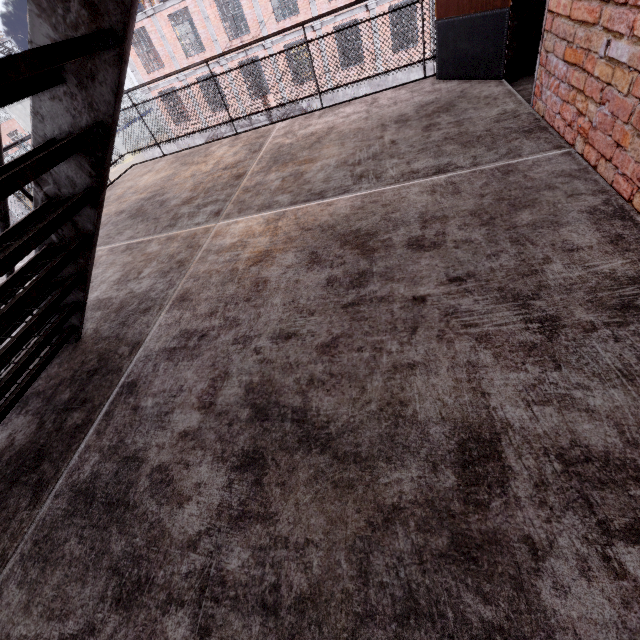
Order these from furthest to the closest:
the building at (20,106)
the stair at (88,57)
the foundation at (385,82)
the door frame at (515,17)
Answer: the building at (20,106), the foundation at (385,82), the door frame at (515,17), the stair at (88,57)

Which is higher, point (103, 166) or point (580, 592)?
point (103, 166)

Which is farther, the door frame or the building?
the building

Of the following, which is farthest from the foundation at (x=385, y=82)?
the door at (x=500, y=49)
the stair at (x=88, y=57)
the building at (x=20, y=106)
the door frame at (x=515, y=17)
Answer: the building at (x=20, y=106)

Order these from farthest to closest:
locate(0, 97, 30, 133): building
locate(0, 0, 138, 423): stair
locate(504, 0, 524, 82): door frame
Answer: locate(0, 97, 30, 133): building, locate(504, 0, 524, 82): door frame, locate(0, 0, 138, 423): stair

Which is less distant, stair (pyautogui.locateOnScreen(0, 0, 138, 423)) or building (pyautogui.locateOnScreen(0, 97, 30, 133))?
stair (pyautogui.locateOnScreen(0, 0, 138, 423))

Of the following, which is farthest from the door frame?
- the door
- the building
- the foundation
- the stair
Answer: the building

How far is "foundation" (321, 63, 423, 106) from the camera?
18.7 meters
